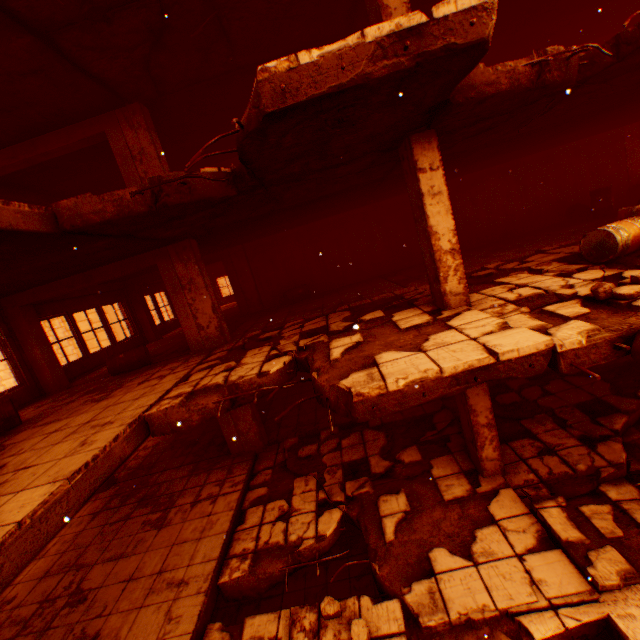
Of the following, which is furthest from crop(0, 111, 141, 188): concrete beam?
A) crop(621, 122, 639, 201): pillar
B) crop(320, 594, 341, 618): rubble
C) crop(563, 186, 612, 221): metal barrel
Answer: crop(621, 122, 639, 201): pillar

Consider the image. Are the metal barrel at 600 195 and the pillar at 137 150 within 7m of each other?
no

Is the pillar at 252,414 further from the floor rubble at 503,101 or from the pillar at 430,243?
the pillar at 430,243

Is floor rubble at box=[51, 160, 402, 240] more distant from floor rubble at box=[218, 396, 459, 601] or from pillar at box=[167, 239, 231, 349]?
floor rubble at box=[218, 396, 459, 601]

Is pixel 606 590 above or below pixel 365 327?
below

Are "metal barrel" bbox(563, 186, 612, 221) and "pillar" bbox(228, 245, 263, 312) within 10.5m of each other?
no

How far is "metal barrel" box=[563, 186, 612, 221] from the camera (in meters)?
10.04

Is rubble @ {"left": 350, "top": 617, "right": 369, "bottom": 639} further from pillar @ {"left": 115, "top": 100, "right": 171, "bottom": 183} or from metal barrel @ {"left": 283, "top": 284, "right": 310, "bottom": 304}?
metal barrel @ {"left": 283, "top": 284, "right": 310, "bottom": 304}
